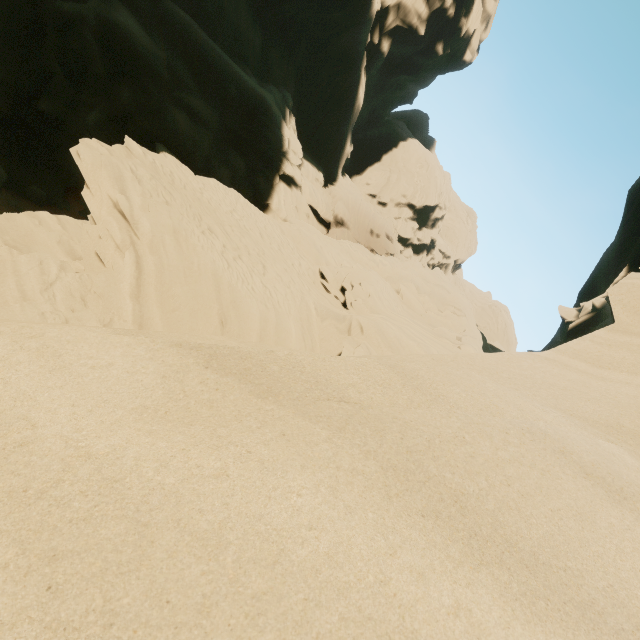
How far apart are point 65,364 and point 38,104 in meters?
22.3 m
